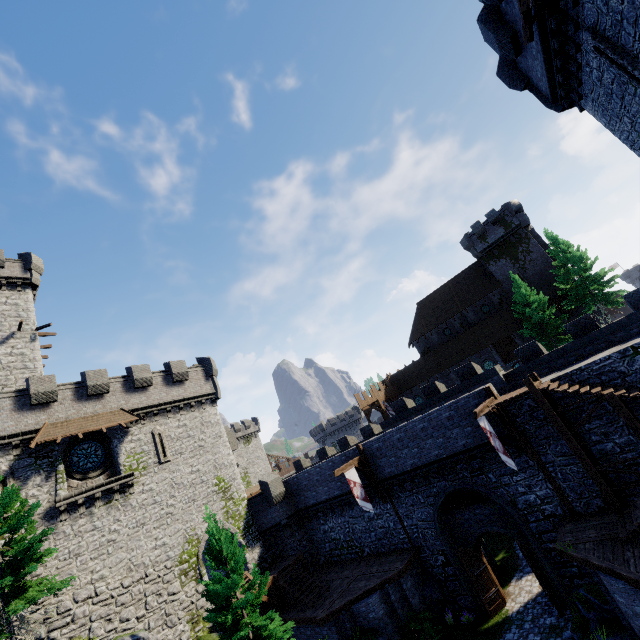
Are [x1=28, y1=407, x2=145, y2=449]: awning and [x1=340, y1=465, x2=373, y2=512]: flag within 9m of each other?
no

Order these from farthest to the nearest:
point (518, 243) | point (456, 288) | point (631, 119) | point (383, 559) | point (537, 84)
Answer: point (456, 288), point (518, 243), point (383, 559), point (537, 84), point (631, 119)

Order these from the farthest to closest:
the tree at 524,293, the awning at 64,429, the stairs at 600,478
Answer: the tree at 524,293 → the awning at 64,429 → the stairs at 600,478

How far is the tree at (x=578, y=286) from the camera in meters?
30.8 m

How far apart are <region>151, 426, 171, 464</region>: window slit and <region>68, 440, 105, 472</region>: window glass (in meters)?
2.82

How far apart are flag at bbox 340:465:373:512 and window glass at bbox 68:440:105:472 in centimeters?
1604cm

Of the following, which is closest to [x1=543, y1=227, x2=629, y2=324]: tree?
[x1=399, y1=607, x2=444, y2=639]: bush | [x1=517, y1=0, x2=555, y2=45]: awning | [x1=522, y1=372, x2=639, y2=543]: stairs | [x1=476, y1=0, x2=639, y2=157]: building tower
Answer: [x1=522, y1=372, x2=639, y2=543]: stairs

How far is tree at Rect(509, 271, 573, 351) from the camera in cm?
3288
